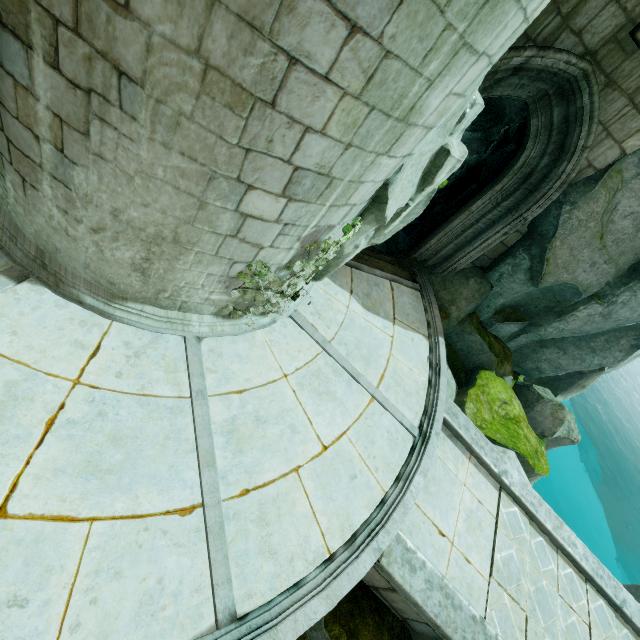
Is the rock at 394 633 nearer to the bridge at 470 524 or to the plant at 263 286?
the bridge at 470 524

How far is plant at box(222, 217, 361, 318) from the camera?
4.5 meters

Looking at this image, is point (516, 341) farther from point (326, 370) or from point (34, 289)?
point (34, 289)

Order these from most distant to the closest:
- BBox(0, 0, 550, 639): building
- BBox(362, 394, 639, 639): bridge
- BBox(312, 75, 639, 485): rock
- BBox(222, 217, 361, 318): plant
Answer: BBox(312, 75, 639, 485): rock
BBox(362, 394, 639, 639): bridge
BBox(222, 217, 361, 318): plant
BBox(0, 0, 550, 639): building

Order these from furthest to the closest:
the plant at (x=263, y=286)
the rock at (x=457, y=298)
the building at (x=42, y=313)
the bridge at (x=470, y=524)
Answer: the rock at (x=457, y=298)
the bridge at (x=470, y=524)
the plant at (x=263, y=286)
the building at (x=42, y=313)

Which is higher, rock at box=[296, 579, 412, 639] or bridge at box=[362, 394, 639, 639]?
bridge at box=[362, 394, 639, 639]

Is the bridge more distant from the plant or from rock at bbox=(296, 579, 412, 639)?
the plant

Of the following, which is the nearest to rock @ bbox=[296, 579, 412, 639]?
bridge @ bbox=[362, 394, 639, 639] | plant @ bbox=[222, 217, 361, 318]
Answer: bridge @ bbox=[362, 394, 639, 639]
